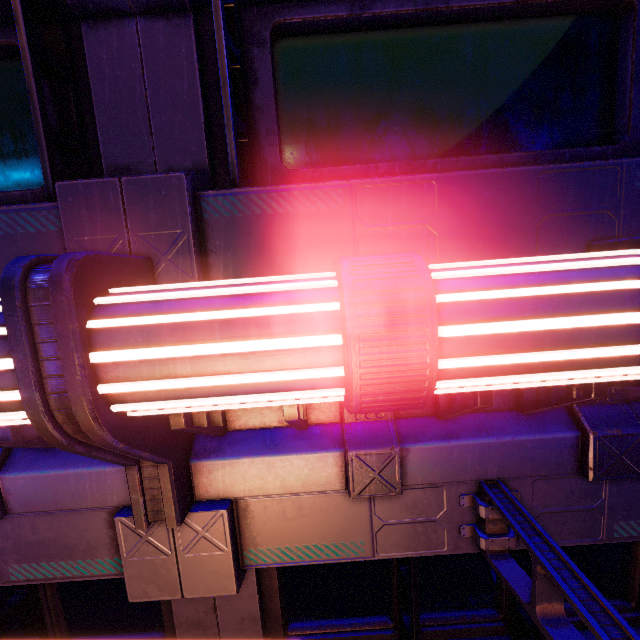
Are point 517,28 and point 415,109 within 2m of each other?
yes
